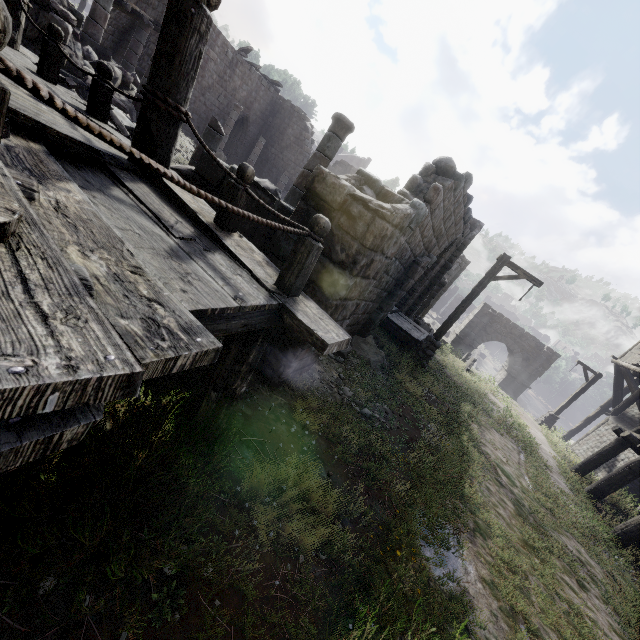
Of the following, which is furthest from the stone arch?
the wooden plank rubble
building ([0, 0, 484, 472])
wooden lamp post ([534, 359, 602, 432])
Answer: the wooden plank rubble

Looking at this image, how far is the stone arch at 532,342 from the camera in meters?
28.2

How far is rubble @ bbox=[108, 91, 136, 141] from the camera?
8.1 meters

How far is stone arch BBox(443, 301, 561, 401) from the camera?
28.2 meters

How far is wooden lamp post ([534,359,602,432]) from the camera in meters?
19.3

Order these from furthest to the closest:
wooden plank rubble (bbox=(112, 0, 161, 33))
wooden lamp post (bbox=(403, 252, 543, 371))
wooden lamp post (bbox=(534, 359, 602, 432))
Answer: wooden lamp post (bbox=(534, 359, 602, 432)) → wooden plank rubble (bbox=(112, 0, 161, 33)) → wooden lamp post (bbox=(403, 252, 543, 371))

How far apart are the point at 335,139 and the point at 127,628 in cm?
876

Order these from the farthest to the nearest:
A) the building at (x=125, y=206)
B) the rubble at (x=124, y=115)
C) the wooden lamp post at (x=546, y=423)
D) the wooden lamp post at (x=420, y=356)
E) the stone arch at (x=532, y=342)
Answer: the stone arch at (x=532, y=342) → the wooden lamp post at (x=546, y=423) → the wooden lamp post at (x=420, y=356) → the rubble at (x=124, y=115) → the building at (x=125, y=206)
